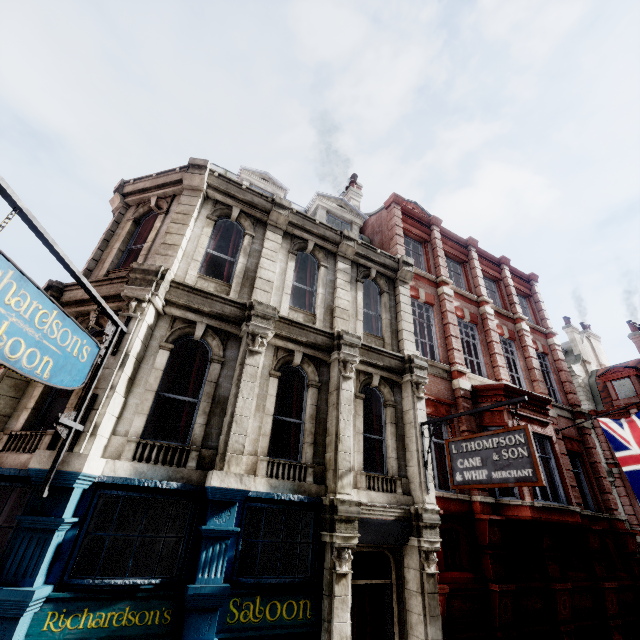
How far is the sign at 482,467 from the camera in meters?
6.1

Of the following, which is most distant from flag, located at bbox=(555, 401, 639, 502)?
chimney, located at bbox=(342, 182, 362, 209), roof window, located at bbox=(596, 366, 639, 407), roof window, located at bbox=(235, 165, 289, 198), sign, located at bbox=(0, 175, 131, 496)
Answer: roof window, located at bbox=(596, 366, 639, 407)

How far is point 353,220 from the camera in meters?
13.6 m

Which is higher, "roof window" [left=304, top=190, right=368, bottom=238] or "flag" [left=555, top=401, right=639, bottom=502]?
"roof window" [left=304, top=190, right=368, bottom=238]

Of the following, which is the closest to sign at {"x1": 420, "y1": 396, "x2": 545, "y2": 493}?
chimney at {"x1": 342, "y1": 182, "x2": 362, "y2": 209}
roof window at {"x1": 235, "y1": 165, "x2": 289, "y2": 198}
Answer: roof window at {"x1": 235, "y1": 165, "x2": 289, "y2": 198}

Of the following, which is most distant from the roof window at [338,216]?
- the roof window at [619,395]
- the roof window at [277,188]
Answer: the roof window at [619,395]

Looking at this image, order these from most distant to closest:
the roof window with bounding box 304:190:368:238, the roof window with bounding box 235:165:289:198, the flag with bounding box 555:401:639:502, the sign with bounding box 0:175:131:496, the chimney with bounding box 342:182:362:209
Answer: the chimney with bounding box 342:182:362:209 → the roof window with bounding box 304:190:368:238 → the roof window with bounding box 235:165:289:198 → the flag with bounding box 555:401:639:502 → the sign with bounding box 0:175:131:496

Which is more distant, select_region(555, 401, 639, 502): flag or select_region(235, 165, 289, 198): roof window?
select_region(235, 165, 289, 198): roof window
